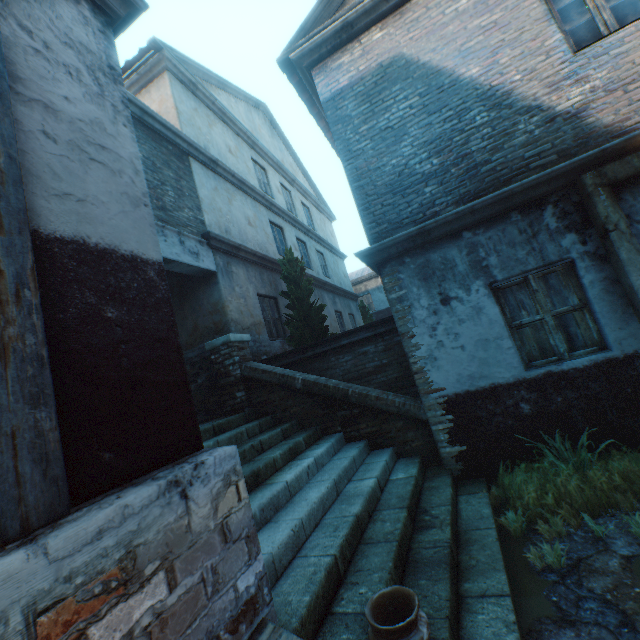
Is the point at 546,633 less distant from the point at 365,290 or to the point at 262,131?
the point at 262,131

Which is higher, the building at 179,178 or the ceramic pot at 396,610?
the building at 179,178

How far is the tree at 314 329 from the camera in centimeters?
818cm

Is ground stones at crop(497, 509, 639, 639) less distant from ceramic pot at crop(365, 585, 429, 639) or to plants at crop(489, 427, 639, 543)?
plants at crop(489, 427, 639, 543)

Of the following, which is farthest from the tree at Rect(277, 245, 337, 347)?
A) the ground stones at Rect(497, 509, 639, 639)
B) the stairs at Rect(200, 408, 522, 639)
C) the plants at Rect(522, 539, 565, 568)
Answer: the plants at Rect(522, 539, 565, 568)

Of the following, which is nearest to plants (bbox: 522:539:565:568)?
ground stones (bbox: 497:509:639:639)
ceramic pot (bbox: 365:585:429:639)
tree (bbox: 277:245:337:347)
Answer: ground stones (bbox: 497:509:639:639)

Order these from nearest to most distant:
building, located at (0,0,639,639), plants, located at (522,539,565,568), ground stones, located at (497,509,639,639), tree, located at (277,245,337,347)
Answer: Answer: building, located at (0,0,639,639) → ground stones, located at (497,509,639,639) → plants, located at (522,539,565,568) → tree, located at (277,245,337,347)

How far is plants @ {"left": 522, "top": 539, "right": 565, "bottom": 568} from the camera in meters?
2.9 m
